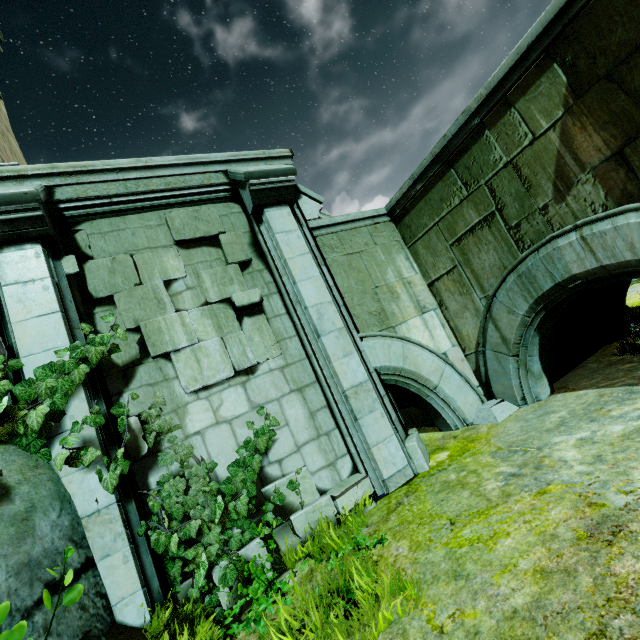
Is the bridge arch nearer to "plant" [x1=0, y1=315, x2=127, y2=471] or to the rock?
"plant" [x1=0, y1=315, x2=127, y2=471]

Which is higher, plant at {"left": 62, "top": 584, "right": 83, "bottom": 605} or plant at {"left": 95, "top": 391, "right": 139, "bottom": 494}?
plant at {"left": 95, "top": 391, "right": 139, "bottom": 494}

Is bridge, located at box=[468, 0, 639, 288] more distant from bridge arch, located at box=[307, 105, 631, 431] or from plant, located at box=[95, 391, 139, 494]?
plant, located at box=[95, 391, 139, 494]

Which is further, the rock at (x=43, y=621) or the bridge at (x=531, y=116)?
the bridge at (x=531, y=116)

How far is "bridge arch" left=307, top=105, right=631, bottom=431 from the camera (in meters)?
5.07

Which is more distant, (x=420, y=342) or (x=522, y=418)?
(x=420, y=342)

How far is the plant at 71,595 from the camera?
2.1 meters

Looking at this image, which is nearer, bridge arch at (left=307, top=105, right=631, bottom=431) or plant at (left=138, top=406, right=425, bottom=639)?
plant at (left=138, top=406, right=425, bottom=639)
